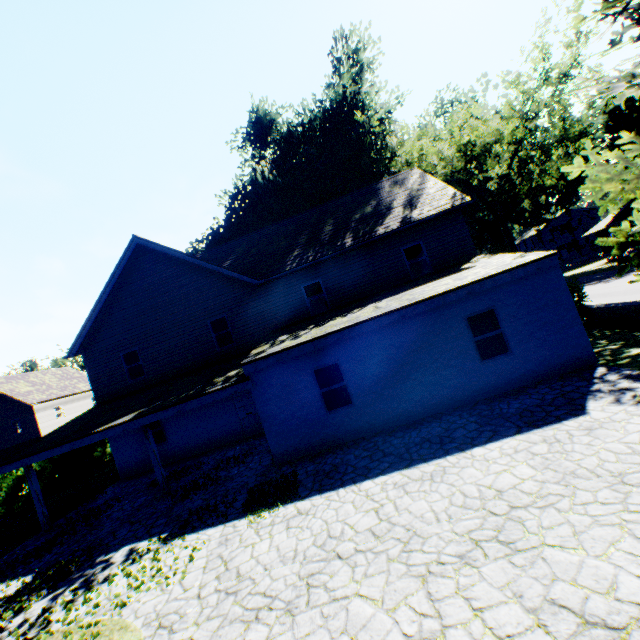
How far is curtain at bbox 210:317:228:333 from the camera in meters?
16.1 m

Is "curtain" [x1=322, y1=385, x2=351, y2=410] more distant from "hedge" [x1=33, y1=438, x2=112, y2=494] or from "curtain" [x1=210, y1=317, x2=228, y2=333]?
"hedge" [x1=33, y1=438, x2=112, y2=494]

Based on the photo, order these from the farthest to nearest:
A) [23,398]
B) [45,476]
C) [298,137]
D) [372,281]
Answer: [23,398]
[298,137]
[45,476]
[372,281]

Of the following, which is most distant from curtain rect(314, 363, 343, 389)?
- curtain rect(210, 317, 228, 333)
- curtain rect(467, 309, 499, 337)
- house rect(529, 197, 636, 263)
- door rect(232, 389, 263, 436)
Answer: house rect(529, 197, 636, 263)

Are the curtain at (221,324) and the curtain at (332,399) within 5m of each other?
no

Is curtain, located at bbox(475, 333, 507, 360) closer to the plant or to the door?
the plant

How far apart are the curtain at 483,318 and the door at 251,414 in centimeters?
1013cm

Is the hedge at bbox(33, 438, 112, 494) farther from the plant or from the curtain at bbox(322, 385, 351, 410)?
the curtain at bbox(322, 385, 351, 410)
